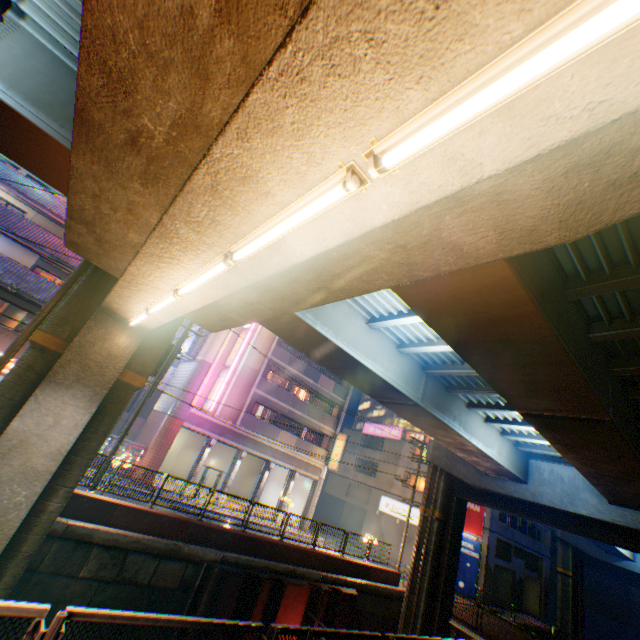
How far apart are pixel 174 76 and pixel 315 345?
8.09m

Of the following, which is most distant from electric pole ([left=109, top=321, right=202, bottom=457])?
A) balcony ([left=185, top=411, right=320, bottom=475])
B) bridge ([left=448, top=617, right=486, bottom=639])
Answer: bridge ([left=448, top=617, right=486, bottom=639])

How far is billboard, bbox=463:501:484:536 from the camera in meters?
29.4 m

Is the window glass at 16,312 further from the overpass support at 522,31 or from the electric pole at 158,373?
the overpass support at 522,31

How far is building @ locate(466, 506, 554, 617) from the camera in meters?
29.2

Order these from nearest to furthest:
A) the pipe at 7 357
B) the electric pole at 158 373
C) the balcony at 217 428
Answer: the pipe at 7 357 < the electric pole at 158 373 < the balcony at 217 428

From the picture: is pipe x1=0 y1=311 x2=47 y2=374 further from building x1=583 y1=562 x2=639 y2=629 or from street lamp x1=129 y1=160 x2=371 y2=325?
building x1=583 y1=562 x2=639 y2=629

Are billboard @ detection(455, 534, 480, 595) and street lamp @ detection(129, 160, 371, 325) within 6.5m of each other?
no
